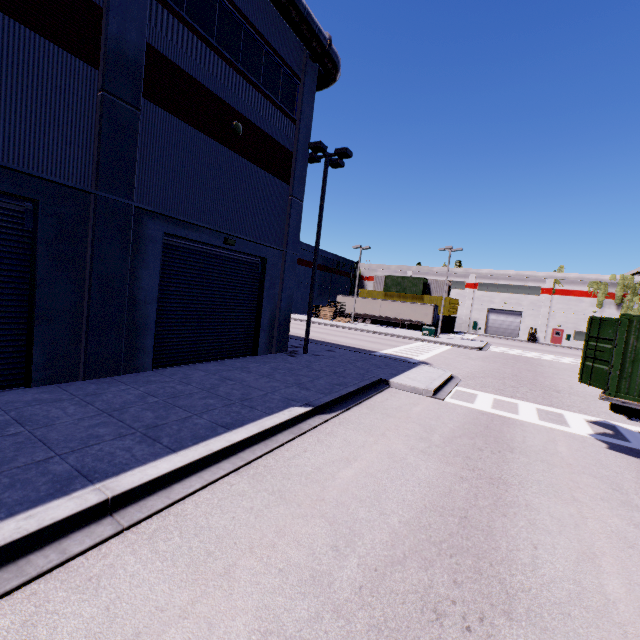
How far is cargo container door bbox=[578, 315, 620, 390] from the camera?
8.29m

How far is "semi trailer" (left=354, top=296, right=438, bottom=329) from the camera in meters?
44.2

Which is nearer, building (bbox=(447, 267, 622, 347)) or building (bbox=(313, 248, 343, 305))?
building (bbox=(447, 267, 622, 347))

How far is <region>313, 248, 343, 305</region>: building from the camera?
53.6m

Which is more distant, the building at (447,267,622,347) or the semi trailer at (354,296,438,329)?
the building at (447,267,622,347)

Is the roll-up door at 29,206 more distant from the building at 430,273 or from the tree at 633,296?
the tree at 633,296

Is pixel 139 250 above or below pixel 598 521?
above

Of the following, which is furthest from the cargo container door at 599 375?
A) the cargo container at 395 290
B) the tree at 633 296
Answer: the tree at 633 296
